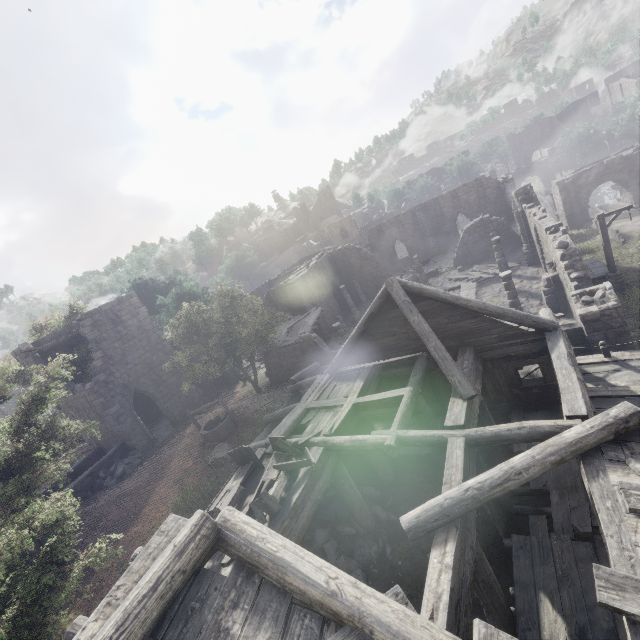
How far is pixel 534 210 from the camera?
22.3 meters

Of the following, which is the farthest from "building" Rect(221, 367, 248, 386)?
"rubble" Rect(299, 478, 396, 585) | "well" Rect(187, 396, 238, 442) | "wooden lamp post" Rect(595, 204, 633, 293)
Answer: "well" Rect(187, 396, 238, 442)

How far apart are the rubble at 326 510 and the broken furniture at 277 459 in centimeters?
236cm

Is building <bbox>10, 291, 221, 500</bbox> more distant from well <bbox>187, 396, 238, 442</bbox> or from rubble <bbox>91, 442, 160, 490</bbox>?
well <bbox>187, 396, 238, 442</bbox>

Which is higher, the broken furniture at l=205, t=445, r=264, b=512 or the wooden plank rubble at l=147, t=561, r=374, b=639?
the wooden plank rubble at l=147, t=561, r=374, b=639

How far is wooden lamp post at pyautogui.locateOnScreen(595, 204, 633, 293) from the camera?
Result: 17.27m

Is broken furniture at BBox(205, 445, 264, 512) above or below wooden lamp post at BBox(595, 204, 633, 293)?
above

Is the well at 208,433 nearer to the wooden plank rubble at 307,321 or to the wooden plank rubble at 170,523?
the wooden plank rubble at 307,321
